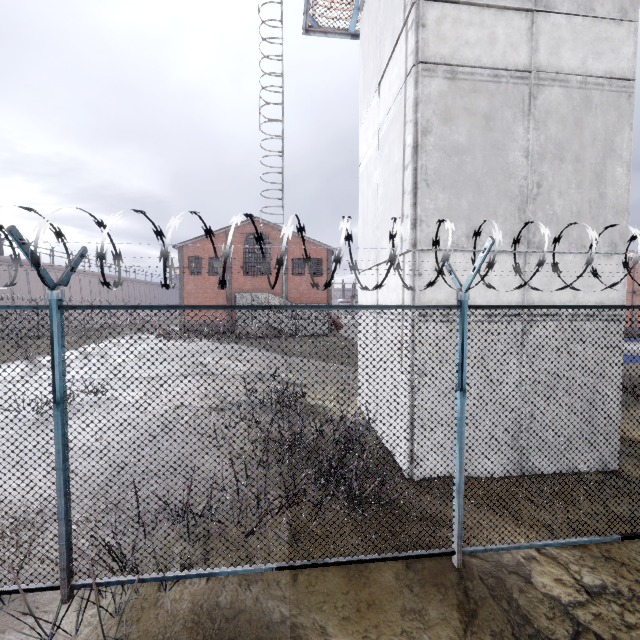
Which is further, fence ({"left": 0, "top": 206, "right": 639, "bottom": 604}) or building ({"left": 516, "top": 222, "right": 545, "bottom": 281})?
building ({"left": 516, "top": 222, "right": 545, "bottom": 281})

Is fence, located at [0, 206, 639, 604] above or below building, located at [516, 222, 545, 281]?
below

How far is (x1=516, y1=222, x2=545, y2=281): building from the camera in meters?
5.5 m

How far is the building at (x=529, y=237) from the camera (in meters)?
5.52

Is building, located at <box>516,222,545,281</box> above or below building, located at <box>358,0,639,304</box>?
below

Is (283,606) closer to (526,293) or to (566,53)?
(526,293)

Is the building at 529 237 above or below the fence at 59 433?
above
